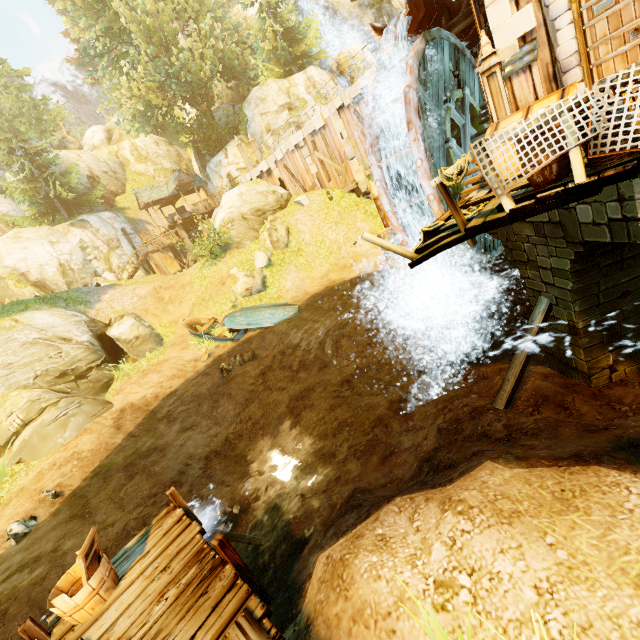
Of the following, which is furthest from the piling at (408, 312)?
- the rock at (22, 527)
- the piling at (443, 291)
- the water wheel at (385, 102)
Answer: the rock at (22, 527)

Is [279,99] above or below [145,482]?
above

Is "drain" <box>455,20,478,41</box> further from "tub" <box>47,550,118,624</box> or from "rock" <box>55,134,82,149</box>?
"rock" <box>55,134,82,149</box>

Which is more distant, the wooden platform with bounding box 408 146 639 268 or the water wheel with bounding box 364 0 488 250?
the water wheel with bounding box 364 0 488 250

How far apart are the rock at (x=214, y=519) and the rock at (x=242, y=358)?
6.2 meters

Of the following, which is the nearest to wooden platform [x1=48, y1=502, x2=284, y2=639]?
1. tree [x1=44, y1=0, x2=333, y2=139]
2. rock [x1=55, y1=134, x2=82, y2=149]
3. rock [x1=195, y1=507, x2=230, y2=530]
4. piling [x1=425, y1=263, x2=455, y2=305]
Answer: rock [x1=195, y1=507, x2=230, y2=530]

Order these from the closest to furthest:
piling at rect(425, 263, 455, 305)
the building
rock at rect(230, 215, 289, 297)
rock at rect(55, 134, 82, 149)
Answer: piling at rect(425, 263, 455, 305), rock at rect(230, 215, 289, 297), the building, rock at rect(55, 134, 82, 149)

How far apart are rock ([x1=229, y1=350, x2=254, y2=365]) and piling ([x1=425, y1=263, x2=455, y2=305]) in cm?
794
